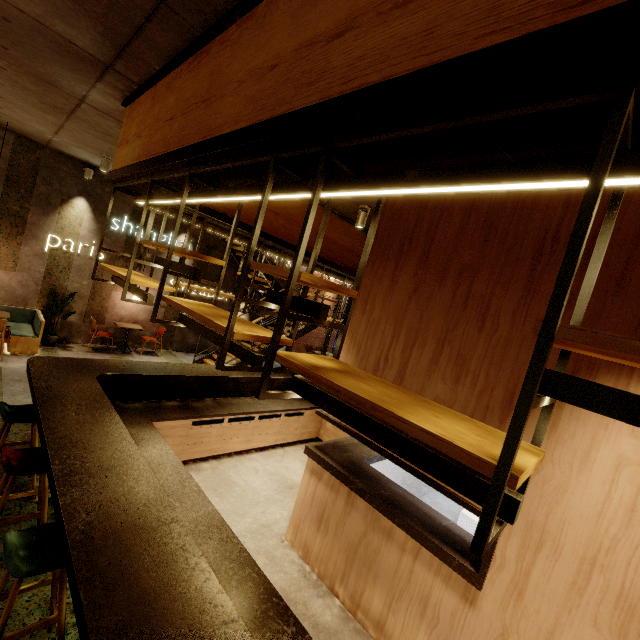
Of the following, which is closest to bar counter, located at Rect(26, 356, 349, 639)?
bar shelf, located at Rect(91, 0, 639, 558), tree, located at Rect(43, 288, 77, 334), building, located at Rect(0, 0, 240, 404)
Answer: building, located at Rect(0, 0, 240, 404)

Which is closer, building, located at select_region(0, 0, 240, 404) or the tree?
building, located at select_region(0, 0, 240, 404)

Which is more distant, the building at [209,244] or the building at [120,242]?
the building at [209,244]

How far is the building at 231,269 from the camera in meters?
11.2 m

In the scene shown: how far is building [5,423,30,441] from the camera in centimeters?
430cm

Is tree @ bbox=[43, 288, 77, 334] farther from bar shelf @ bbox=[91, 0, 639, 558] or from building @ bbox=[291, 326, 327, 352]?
building @ bbox=[291, 326, 327, 352]

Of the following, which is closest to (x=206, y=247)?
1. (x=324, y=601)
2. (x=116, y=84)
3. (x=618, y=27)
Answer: (x=116, y=84)
